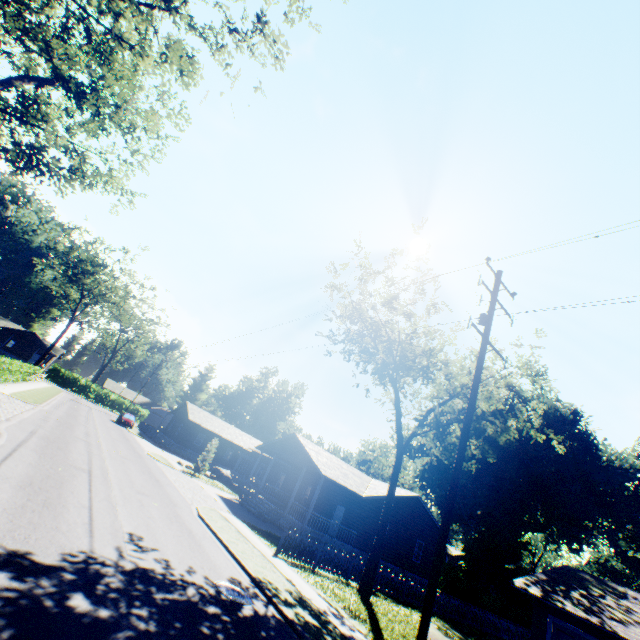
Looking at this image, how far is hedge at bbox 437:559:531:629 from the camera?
30.3 meters

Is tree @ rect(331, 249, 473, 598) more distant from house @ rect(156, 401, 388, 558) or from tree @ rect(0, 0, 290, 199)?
tree @ rect(0, 0, 290, 199)

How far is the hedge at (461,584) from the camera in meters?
30.3

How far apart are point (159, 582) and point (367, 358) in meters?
18.5

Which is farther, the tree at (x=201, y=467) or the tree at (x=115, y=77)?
the tree at (x=201, y=467)

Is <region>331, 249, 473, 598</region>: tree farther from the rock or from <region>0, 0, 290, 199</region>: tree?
the rock

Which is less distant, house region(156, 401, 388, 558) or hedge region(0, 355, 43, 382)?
hedge region(0, 355, 43, 382)

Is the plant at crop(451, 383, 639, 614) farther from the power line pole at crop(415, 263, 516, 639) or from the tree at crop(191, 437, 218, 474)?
the power line pole at crop(415, 263, 516, 639)
